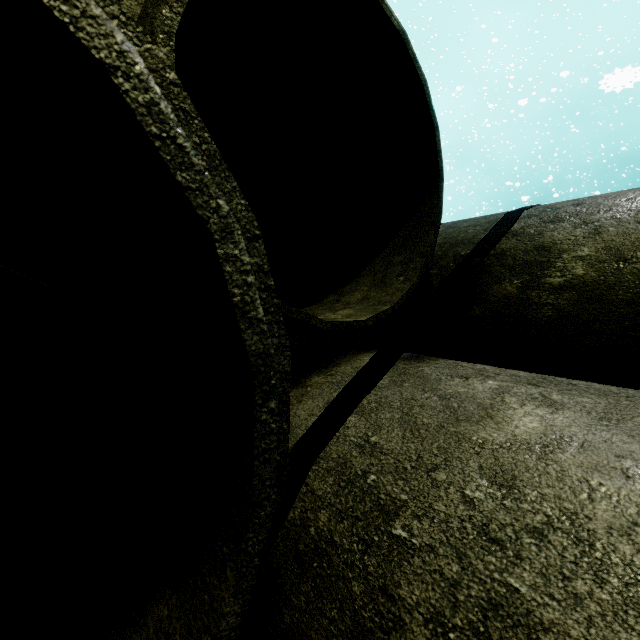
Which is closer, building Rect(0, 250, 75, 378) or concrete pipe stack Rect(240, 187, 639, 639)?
concrete pipe stack Rect(240, 187, 639, 639)

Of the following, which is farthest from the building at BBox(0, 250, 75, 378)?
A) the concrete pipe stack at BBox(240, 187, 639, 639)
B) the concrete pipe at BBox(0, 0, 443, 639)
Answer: the concrete pipe at BBox(0, 0, 443, 639)

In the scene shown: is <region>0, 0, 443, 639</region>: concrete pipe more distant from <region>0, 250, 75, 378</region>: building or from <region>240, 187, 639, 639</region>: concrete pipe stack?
<region>0, 250, 75, 378</region>: building

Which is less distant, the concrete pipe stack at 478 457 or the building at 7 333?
the concrete pipe stack at 478 457

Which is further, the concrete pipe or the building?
the building

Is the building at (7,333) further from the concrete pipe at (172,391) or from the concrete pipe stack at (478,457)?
the concrete pipe at (172,391)

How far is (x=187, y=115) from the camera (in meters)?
0.64
